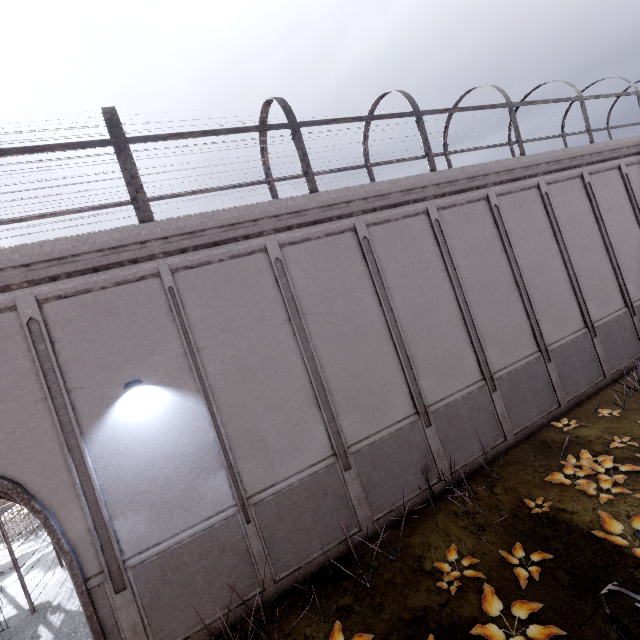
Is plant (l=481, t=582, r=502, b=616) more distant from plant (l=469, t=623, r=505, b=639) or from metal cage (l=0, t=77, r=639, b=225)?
metal cage (l=0, t=77, r=639, b=225)

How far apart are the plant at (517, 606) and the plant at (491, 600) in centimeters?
15cm

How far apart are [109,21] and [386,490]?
89.58m

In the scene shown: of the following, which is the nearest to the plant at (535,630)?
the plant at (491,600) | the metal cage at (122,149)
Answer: the plant at (491,600)

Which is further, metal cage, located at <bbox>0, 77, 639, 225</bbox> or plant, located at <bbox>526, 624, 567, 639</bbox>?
metal cage, located at <bbox>0, 77, 639, 225</bbox>

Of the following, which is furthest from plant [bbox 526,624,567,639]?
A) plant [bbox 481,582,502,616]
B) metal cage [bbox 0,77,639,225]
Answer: metal cage [bbox 0,77,639,225]

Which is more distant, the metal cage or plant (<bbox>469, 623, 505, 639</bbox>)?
the metal cage

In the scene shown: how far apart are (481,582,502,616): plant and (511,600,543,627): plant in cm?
15
